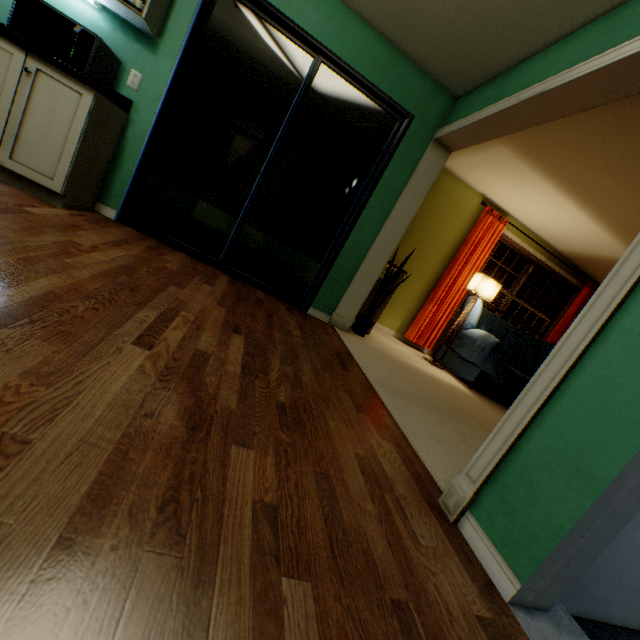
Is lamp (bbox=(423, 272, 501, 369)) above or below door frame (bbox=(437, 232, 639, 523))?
above

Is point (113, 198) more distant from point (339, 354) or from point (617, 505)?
point (617, 505)

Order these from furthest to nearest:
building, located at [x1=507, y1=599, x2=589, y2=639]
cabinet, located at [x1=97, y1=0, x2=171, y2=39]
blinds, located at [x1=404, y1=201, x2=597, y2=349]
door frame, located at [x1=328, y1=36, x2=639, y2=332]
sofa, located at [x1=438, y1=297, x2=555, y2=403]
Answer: blinds, located at [x1=404, y1=201, x2=597, y2=349] < sofa, located at [x1=438, y1=297, x2=555, y2=403] < cabinet, located at [x1=97, y1=0, x2=171, y2=39] < door frame, located at [x1=328, y1=36, x2=639, y2=332] < building, located at [x1=507, y1=599, x2=589, y2=639]

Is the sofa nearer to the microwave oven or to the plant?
the plant

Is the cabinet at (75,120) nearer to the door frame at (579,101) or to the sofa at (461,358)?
the door frame at (579,101)

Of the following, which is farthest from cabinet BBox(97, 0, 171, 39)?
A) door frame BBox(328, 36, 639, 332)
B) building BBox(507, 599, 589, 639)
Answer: building BBox(507, 599, 589, 639)

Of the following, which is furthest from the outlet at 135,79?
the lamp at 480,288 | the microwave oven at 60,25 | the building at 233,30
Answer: the lamp at 480,288

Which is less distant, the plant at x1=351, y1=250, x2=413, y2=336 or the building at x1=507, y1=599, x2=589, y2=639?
the building at x1=507, y1=599, x2=589, y2=639
